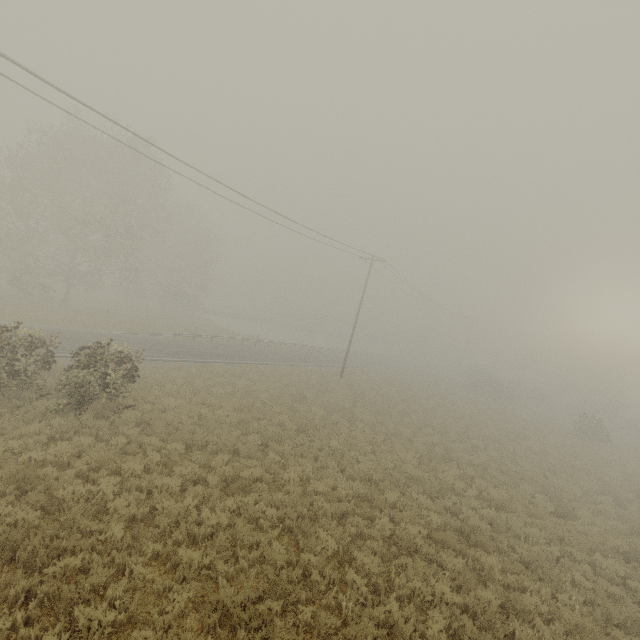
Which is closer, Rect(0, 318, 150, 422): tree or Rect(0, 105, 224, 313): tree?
Rect(0, 318, 150, 422): tree

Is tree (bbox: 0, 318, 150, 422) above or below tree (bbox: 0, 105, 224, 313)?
below

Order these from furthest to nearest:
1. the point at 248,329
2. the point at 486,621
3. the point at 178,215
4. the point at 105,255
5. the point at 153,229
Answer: the point at 248,329 < the point at 178,215 < the point at 105,255 < the point at 153,229 < the point at 486,621

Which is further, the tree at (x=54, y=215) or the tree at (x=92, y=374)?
the tree at (x=54, y=215)

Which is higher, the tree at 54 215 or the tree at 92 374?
the tree at 54 215
